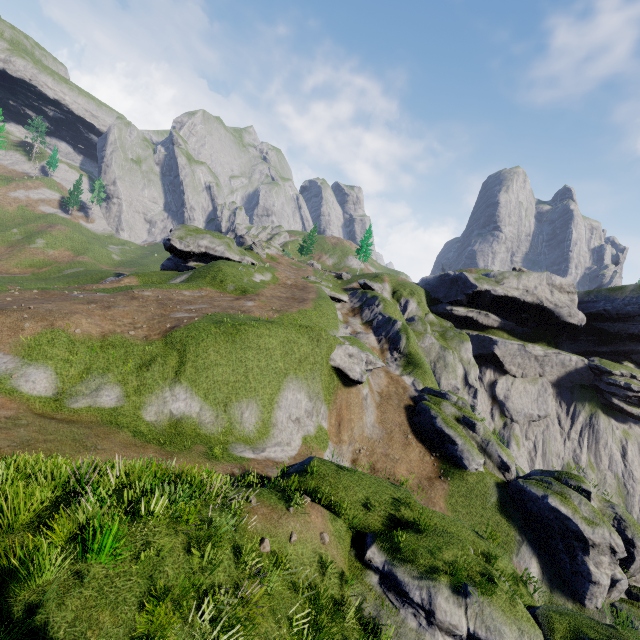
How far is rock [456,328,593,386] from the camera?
52.62m

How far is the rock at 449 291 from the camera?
54.16m

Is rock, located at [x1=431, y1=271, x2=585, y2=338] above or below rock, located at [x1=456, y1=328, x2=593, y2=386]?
above

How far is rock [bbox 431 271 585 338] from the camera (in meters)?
54.16

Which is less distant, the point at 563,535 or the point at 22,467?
the point at 22,467

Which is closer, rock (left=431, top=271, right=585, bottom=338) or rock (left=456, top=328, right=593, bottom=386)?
rock (left=456, top=328, right=593, bottom=386)

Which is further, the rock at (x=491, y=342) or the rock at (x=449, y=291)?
the rock at (x=449, y=291)
